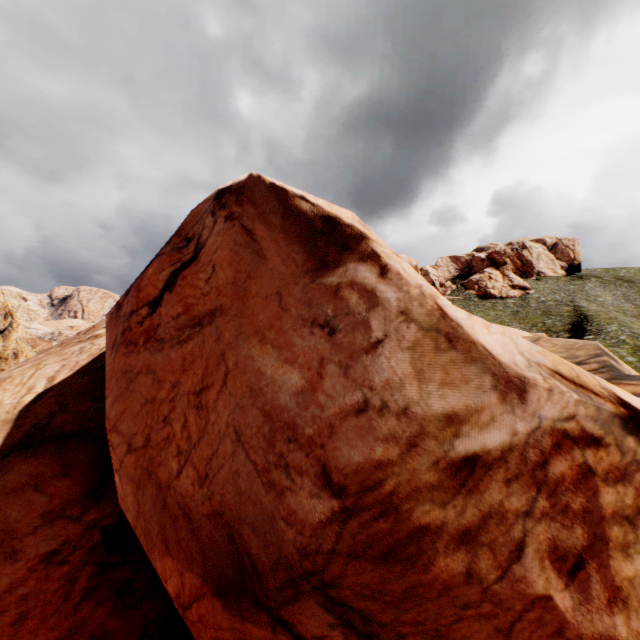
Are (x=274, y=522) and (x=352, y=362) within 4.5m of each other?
yes
